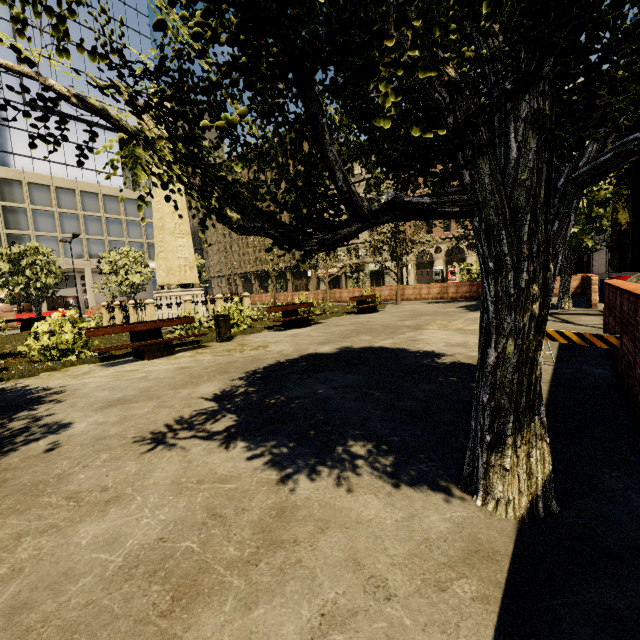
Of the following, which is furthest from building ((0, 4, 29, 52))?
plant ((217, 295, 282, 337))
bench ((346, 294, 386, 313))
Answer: plant ((217, 295, 282, 337))

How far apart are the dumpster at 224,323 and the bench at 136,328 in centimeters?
53cm

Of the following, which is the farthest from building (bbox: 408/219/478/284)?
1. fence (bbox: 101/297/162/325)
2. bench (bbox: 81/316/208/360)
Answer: fence (bbox: 101/297/162/325)

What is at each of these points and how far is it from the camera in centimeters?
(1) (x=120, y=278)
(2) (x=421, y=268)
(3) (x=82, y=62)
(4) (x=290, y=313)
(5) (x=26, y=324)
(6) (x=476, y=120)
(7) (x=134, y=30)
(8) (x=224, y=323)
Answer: (1) tree, 2588cm
(2) building, 4403cm
(3) building, 4166cm
(4) bench, 1252cm
(5) bench, 1836cm
(6) tree, 150cm
(7) building, 4650cm
(8) dumpster, 976cm

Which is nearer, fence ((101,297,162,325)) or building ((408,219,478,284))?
fence ((101,297,162,325))

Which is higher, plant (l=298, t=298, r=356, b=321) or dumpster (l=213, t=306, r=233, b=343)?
A: dumpster (l=213, t=306, r=233, b=343)

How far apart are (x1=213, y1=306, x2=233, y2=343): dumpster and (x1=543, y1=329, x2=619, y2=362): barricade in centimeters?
787cm

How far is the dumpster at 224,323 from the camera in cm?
971
